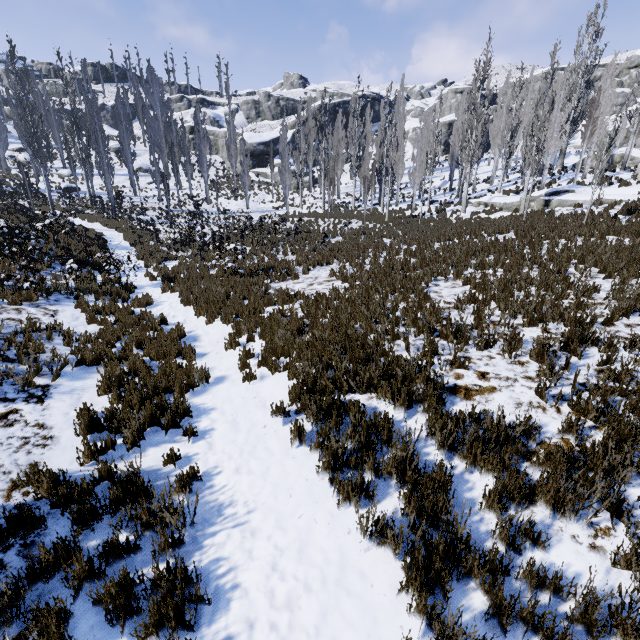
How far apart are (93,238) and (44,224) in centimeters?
342cm

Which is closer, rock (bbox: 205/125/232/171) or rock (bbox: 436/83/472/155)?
rock (bbox: 205/125/232/171)

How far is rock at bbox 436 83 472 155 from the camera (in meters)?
52.91

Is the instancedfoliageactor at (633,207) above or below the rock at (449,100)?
below

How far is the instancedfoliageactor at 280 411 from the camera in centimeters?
517cm

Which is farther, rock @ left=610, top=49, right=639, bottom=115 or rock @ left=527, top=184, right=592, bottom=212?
rock @ left=610, top=49, right=639, bottom=115

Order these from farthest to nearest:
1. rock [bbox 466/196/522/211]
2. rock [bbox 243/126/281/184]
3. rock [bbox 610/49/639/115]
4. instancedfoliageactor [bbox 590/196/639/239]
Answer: rock [bbox 610/49/639/115]
rock [bbox 243/126/281/184]
rock [bbox 466/196/522/211]
instancedfoliageactor [bbox 590/196/639/239]

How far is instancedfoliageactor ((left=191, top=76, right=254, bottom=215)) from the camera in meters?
34.7
